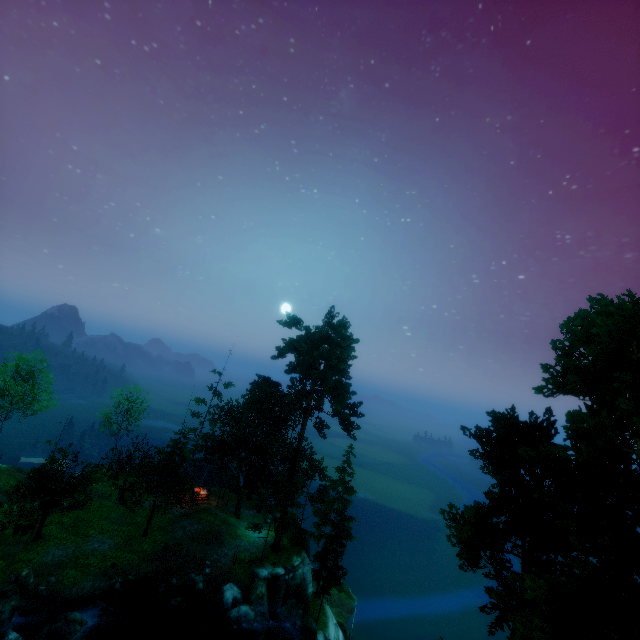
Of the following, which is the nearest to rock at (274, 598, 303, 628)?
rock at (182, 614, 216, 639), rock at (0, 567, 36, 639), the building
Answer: rock at (182, 614, 216, 639)

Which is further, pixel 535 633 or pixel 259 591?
pixel 259 591

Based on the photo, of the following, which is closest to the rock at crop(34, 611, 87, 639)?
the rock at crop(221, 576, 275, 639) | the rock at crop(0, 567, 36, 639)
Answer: the rock at crop(0, 567, 36, 639)

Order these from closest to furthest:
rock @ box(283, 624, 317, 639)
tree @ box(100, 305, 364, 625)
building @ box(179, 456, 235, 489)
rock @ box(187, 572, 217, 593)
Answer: rock @ box(187, 572, 217, 593) → rock @ box(283, 624, 317, 639) → tree @ box(100, 305, 364, 625) → building @ box(179, 456, 235, 489)

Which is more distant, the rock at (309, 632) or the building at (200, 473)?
the building at (200, 473)

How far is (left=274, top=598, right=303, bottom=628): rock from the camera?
26.69m

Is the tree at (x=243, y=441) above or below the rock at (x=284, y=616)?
above

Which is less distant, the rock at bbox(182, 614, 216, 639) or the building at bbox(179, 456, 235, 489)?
the rock at bbox(182, 614, 216, 639)
